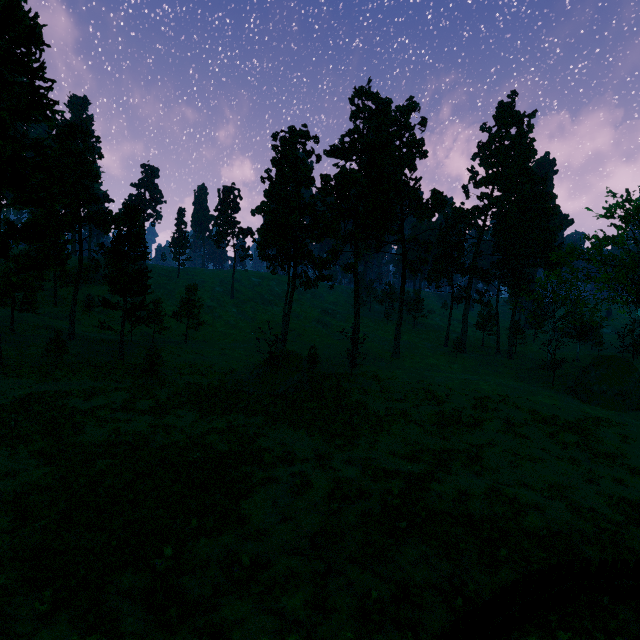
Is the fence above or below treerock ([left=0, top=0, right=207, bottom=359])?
below

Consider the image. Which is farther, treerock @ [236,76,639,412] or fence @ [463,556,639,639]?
treerock @ [236,76,639,412]

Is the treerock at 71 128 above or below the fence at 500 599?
above

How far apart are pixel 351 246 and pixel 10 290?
41.38m

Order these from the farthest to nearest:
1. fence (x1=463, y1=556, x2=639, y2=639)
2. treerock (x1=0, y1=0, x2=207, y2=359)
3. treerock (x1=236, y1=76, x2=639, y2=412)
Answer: treerock (x1=236, y1=76, x2=639, y2=412) < treerock (x1=0, y1=0, x2=207, y2=359) < fence (x1=463, y1=556, x2=639, y2=639)

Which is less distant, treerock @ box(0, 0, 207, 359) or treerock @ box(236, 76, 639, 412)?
treerock @ box(0, 0, 207, 359)

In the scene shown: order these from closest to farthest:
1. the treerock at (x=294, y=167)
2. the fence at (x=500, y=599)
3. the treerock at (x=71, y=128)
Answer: the fence at (x=500, y=599), the treerock at (x=71, y=128), the treerock at (x=294, y=167)
